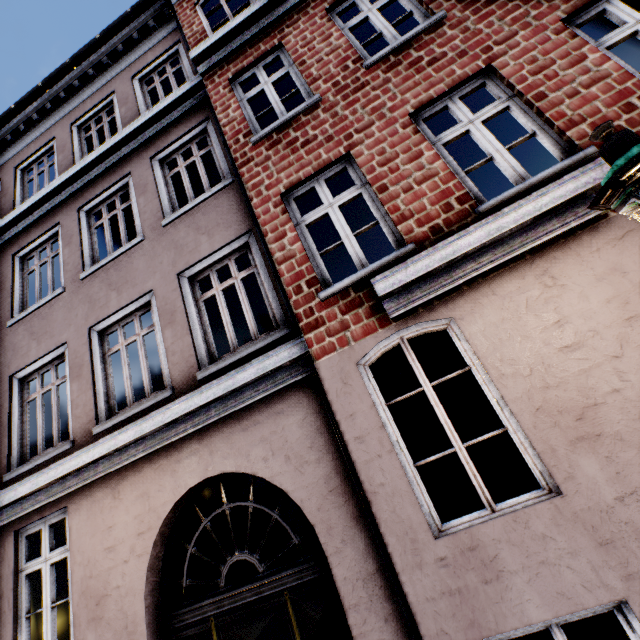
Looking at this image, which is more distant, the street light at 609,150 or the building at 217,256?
the building at 217,256

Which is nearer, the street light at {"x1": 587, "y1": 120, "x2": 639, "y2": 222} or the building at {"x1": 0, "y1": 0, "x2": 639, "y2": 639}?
the street light at {"x1": 587, "y1": 120, "x2": 639, "y2": 222}

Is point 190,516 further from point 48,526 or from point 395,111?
point 395,111
